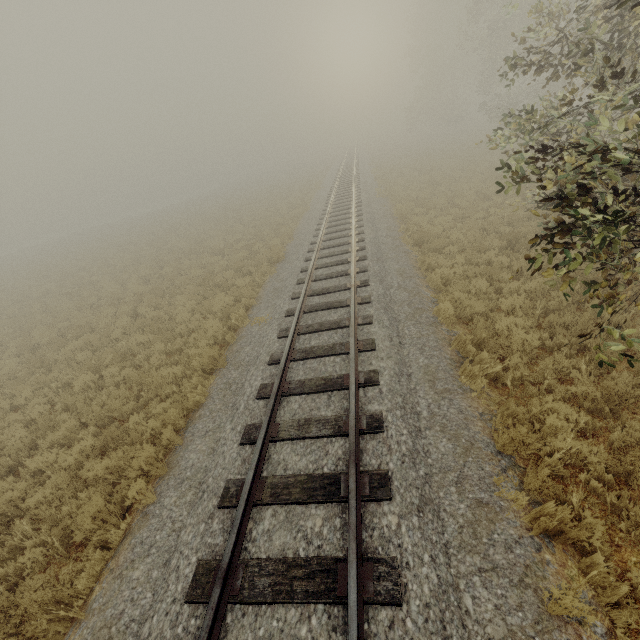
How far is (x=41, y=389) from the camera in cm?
1002
